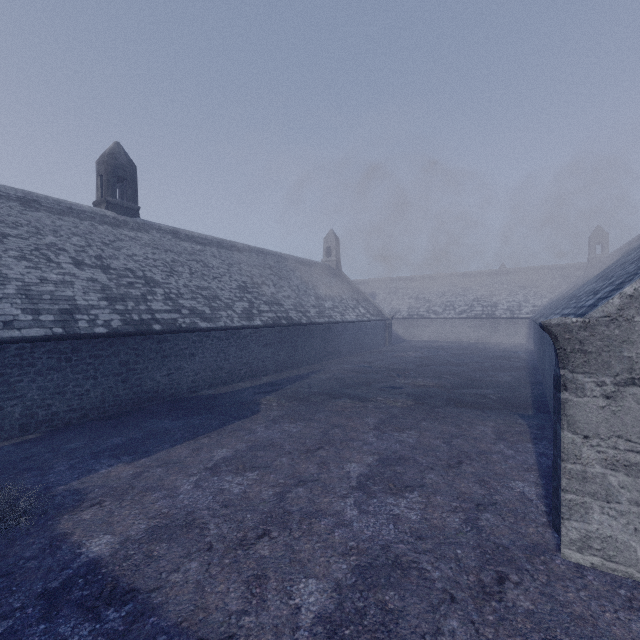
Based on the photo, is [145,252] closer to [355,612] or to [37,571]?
[37,571]
